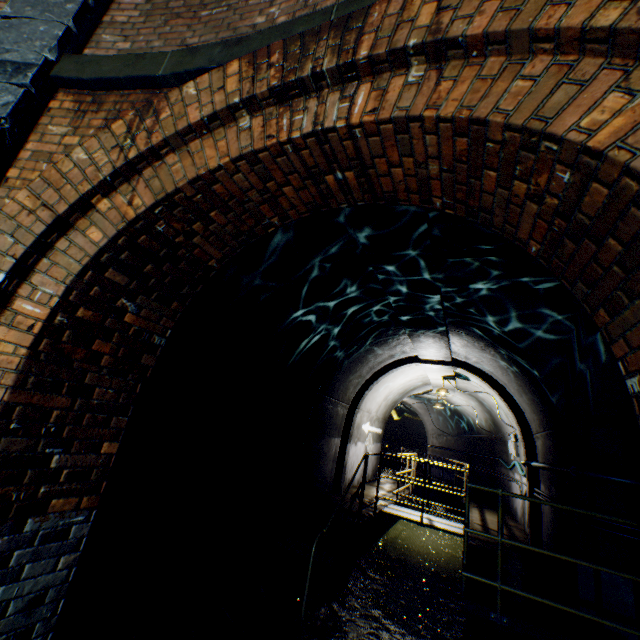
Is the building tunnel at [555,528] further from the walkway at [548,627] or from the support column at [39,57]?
the support column at [39,57]

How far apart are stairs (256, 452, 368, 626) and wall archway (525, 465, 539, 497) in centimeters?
230cm

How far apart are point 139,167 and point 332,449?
7.6 meters

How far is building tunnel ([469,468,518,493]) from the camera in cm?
1046

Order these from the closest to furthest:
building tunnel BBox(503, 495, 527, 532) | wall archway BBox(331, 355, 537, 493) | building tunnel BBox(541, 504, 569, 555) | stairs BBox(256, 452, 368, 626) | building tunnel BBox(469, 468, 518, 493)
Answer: stairs BBox(256, 452, 368, 626)
building tunnel BBox(541, 504, 569, 555)
wall archway BBox(331, 355, 537, 493)
building tunnel BBox(503, 495, 527, 532)
building tunnel BBox(469, 468, 518, 493)

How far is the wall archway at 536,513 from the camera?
6.5 meters
